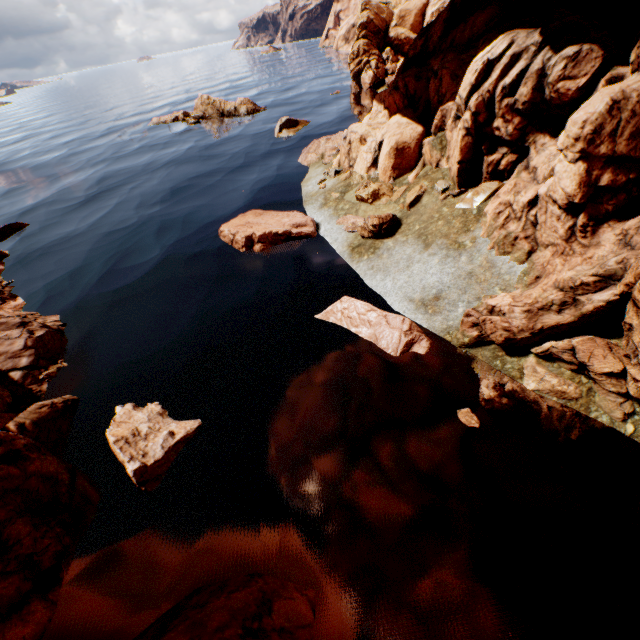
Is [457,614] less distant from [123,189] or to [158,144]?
[123,189]

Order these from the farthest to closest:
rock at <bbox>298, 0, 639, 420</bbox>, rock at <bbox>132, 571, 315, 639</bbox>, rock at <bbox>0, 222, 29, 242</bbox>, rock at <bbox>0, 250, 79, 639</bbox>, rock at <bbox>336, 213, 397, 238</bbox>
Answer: rock at <bbox>0, 222, 29, 242</bbox>
rock at <bbox>336, 213, 397, 238</bbox>
rock at <bbox>298, 0, 639, 420</bbox>
rock at <bbox>0, 250, 79, 639</bbox>
rock at <bbox>132, 571, 315, 639</bbox>

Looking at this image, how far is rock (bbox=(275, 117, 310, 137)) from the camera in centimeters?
3066cm

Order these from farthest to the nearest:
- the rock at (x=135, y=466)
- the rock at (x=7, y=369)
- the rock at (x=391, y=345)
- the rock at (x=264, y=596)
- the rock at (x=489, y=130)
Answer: the rock at (x=391, y=345) < the rock at (x=135, y=466) < the rock at (x=489, y=130) < the rock at (x=7, y=369) < the rock at (x=264, y=596)

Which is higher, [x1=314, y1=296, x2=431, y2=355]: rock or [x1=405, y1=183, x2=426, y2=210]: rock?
[x1=405, y1=183, x2=426, y2=210]: rock

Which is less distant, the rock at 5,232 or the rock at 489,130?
the rock at 489,130
